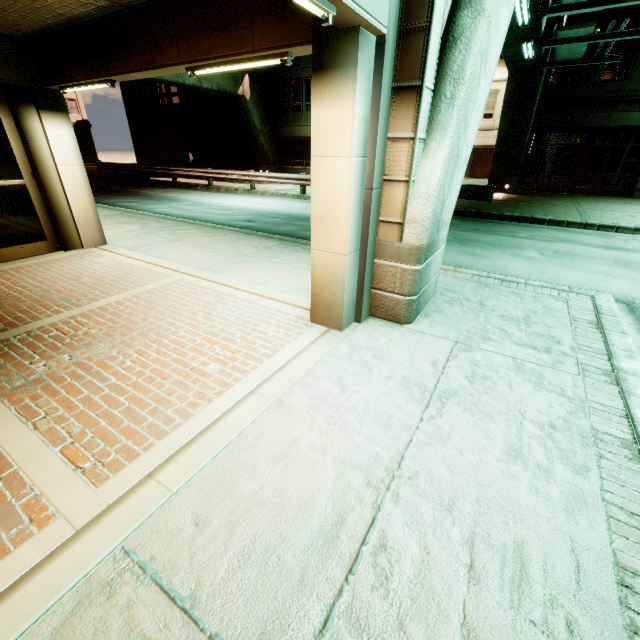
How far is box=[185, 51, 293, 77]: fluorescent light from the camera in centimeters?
354cm

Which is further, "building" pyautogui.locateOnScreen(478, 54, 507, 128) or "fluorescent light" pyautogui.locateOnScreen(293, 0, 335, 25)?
"building" pyautogui.locateOnScreen(478, 54, 507, 128)

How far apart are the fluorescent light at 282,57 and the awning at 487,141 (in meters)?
31.26

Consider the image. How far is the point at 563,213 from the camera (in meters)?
12.87

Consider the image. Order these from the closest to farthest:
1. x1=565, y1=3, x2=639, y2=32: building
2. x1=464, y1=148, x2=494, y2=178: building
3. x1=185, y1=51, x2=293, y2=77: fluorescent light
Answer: x1=185, y1=51, x2=293, y2=77: fluorescent light < x1=565, y1=3, x2=639, y2=32: building < x1=464, y1=148, x2=494, y2=178: building

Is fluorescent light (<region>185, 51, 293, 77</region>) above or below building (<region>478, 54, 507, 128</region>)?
below

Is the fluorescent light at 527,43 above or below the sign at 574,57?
above

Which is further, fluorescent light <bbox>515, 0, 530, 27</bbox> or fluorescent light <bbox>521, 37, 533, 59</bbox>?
fluorescent light <bbox>521, 37, 533, 59</bbox>
